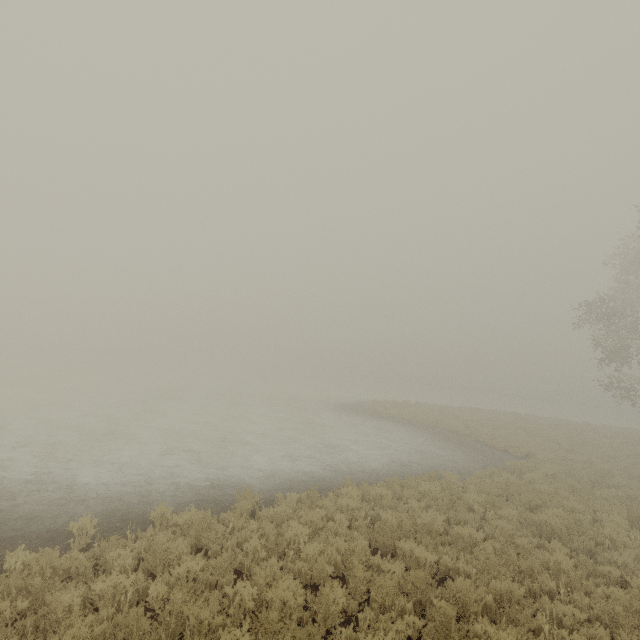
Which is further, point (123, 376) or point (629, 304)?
point (123, 376)
